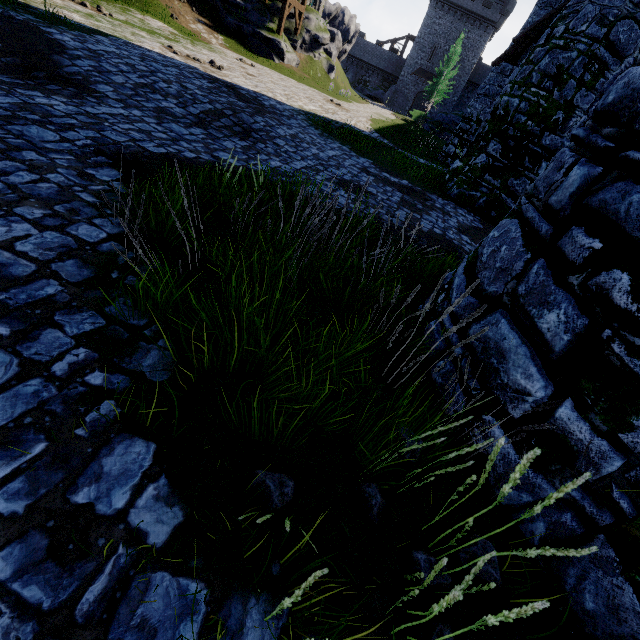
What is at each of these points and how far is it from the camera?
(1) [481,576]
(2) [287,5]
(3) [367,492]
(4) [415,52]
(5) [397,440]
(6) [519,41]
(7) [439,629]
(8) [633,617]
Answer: (1) instancedfoliageactor, 2.0 meters
(2) walkway, 21.7 meters
(3) instancedfoliageactor, 2.2 meters
(4) building, 49.6 meters
(5) instancedfoliageactor, 2.5 meters
(6) awning, 12.1 meters
(7) instancedfoliageactor, 1.7 meters
(8) building, 1.8 meters

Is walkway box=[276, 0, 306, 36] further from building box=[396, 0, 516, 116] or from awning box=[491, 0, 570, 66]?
building box=[396, 0, 516, 116]

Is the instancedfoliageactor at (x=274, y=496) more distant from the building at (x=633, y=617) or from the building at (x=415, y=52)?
the building at (x=415, y=52)

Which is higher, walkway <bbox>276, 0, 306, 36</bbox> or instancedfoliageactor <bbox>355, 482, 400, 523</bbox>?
walkway <bbox>276, 0, 306, 36</bbox>

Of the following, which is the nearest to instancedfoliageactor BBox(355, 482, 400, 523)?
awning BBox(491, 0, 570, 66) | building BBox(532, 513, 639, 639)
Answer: building BBox(532, 513, 639, 639)

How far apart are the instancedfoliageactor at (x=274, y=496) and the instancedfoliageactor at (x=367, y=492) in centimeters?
52cm

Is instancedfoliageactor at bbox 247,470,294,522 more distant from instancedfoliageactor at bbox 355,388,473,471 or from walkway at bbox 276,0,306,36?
walkway at bbox 276,0,306,36

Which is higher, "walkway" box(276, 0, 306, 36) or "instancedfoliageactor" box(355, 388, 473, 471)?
"walkway" box(276, 0, 306, 36)
